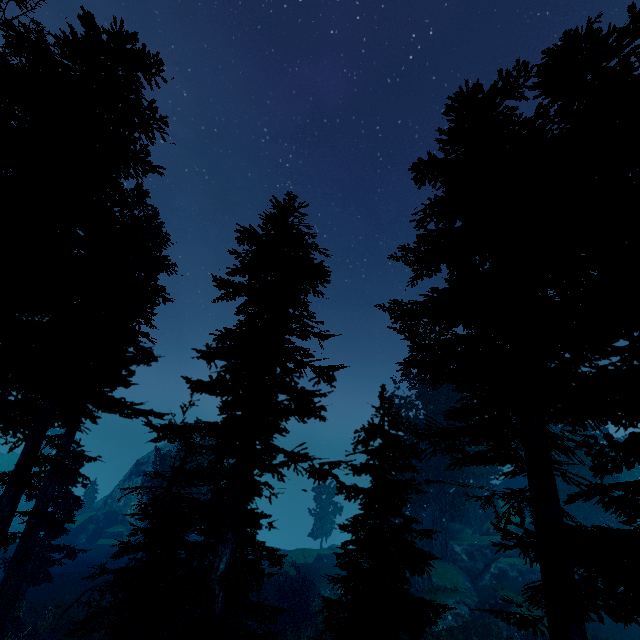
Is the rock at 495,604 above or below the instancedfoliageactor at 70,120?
below

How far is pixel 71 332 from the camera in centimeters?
1314cm

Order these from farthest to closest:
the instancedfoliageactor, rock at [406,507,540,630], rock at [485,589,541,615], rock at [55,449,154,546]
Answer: rock at [55,449,154,546], rock at [406,507,540,630], rock at [485,589,541,615], the instancedfoliageactor

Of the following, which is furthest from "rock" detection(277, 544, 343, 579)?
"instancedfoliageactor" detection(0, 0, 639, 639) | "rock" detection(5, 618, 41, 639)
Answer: "rock" detection(5, 618, 41, 639)

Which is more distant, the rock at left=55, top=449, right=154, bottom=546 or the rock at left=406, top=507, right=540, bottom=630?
the rock at left=55, top=449, right=154, bottom=546

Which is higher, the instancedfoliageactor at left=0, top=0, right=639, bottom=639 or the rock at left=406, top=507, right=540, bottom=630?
the instancedfoliageactor at left=0, top=0, right=639, bottom=639

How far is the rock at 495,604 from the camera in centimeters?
2178cm

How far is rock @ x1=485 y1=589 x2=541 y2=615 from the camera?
21.78m
